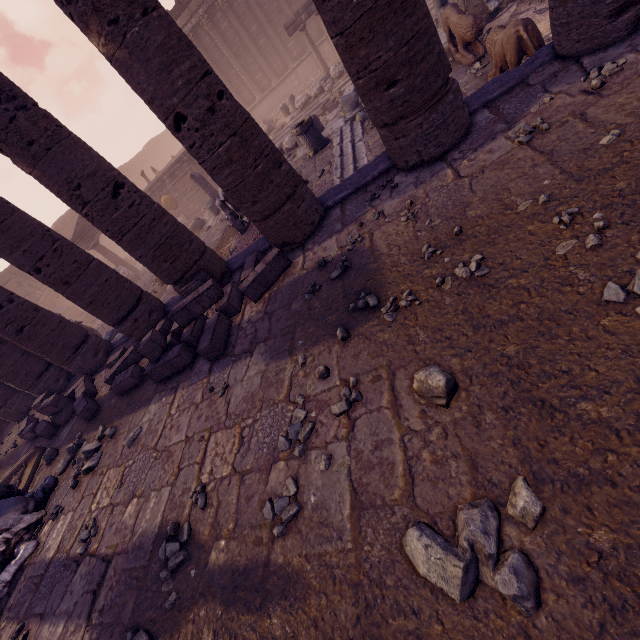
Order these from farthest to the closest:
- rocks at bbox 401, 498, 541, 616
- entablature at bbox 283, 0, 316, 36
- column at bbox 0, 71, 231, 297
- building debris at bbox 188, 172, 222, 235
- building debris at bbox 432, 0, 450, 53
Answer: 1. entablature at bbox 283, 0, 316, 36
2. building debris at bbox 188, 172, 222, 235
3. building debris at bbox 432, 0, 450, 53
4. column at bbox 0, 71, 231, 297
5. rocks at bbox 401, 498, 541, 616

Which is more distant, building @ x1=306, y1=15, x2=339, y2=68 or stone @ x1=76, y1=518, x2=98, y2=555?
building @ x1=306, y1=15, x2=339, y2=68

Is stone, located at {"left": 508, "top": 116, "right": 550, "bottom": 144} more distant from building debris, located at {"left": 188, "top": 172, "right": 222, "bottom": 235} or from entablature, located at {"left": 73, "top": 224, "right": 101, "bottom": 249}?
entablature, located at {"left": 73, "top": 224, "right": 101, "bottom": 249}

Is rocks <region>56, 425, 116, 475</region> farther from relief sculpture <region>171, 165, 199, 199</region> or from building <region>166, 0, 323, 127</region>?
building <region>166, 0, 323, 127</region>

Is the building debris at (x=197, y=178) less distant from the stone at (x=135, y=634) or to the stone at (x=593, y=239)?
the stone at (x=593, y=239)

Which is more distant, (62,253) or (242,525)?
(62,253)

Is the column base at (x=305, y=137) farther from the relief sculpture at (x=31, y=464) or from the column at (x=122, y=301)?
the relief sculpture at (x=31, y=464)

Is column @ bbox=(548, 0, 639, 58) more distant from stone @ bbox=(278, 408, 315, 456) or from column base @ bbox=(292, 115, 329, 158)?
column base @ bbox=(292, 115, 329, 158)
